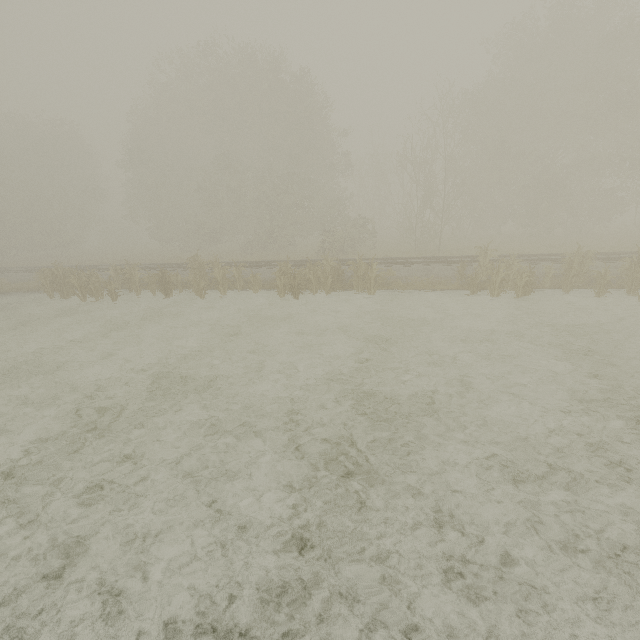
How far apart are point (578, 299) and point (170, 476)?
15.3m
